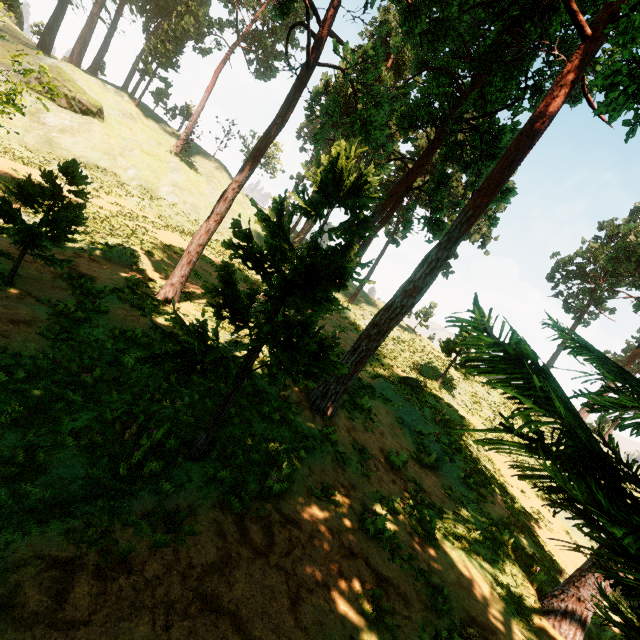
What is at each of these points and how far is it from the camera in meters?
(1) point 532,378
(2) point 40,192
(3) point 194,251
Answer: (1) treerock, 1.7 m
(2) treerock, 7.7 m
(3) treerock, 12.6 m

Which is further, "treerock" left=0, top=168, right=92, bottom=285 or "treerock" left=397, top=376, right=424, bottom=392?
"treerock" left=397, top=376, right=424, bottom=392

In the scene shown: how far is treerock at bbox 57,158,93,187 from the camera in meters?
7.8 m

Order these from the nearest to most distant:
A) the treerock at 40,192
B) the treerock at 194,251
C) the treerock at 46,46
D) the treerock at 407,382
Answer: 1. the treerock at 194,251
2. the treerock at 40,192
3. the treerock at 407,382
4. the treerock at 46,46

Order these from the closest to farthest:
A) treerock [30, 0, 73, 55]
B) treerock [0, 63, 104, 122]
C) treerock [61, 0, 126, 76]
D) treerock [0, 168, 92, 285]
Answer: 1. treerock [0, 168, 92, 285]
2. treerock [0, 63, 104, 122]
3. treerock [30, 0, 73, 55]
4. treerock [61, 0, 126, 76]

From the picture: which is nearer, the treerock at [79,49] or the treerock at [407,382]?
the treerock at [407,382]

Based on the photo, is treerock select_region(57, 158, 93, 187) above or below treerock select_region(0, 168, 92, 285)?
above
